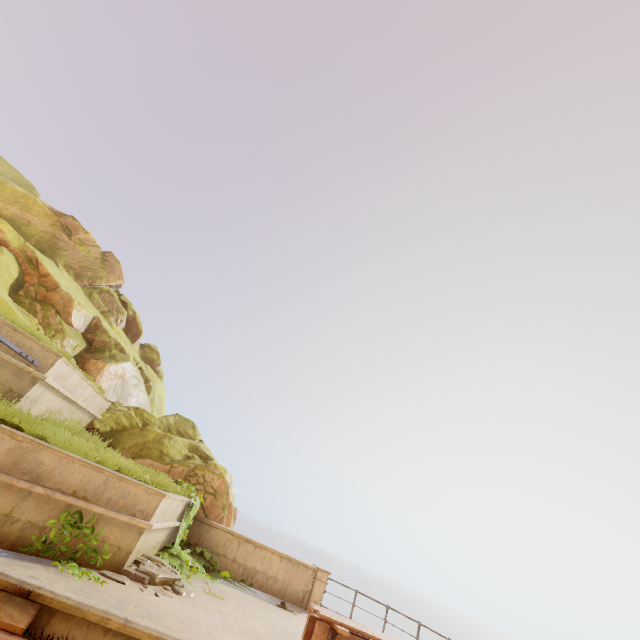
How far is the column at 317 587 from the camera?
10.02m

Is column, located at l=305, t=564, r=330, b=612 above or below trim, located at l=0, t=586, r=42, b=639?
above

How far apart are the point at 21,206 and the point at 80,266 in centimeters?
345cm

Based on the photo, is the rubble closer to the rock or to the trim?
the trim

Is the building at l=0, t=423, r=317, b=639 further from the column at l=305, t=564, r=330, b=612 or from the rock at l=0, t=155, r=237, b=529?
the column at l=305, t=564, r=330, b=612

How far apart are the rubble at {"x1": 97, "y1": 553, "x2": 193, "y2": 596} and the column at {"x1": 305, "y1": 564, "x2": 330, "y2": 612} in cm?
539

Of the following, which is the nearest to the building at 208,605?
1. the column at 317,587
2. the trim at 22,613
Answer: the trim at 22,613

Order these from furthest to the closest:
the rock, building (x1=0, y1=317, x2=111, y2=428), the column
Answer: the rock < the column < building (x1=0, y1=317, x2=111, y2=428)
